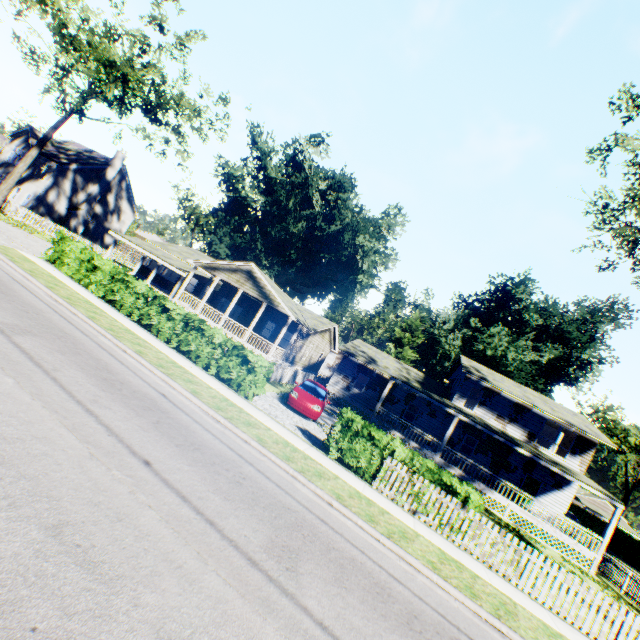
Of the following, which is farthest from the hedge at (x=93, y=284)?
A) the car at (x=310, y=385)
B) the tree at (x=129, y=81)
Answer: the tree at (x=129, y=81)

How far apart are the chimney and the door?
51.42m

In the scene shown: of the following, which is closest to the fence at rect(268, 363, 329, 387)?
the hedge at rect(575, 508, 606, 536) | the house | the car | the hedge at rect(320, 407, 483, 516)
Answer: the hedge at rect(320, 407, 483, 516)

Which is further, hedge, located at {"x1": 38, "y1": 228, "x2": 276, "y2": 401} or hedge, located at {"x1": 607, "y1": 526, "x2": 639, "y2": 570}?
hedge, located at {"x1": 607, "y1": 526, "x2": 639, "y2": 570}

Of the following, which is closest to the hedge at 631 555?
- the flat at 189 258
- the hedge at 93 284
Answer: the flat at 189 258

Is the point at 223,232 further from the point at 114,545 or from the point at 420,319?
the point at 114,545

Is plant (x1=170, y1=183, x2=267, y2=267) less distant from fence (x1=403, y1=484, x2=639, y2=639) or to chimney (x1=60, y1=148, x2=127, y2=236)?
fence (x1=403, y1=484, x2=639, y2=639)

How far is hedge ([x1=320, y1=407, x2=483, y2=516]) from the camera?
10.5 meters
